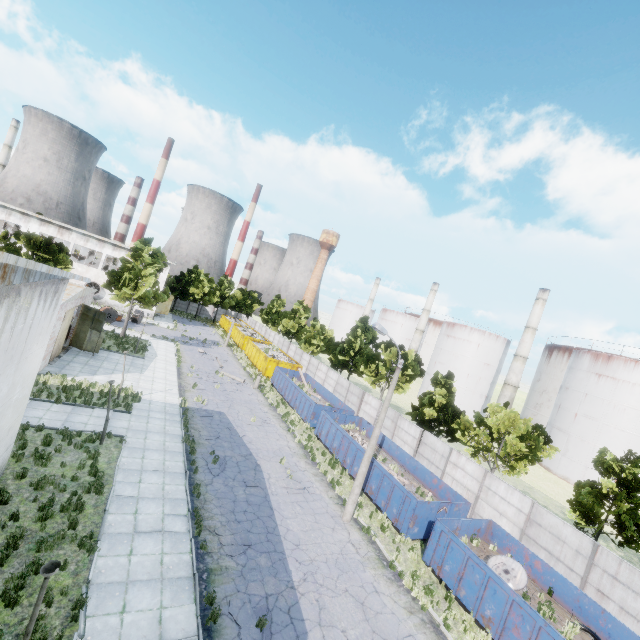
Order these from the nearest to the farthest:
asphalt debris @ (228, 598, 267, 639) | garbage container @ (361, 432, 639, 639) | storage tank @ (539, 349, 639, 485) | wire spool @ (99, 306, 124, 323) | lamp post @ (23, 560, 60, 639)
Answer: lamp post @ (23, 560, 60, 639) < asphalt debris @ (228, 598, 267, 639) < garbage container @ (361, 432, 639, 639) < storage tank @ (539, 349, 639, 485) < wire spool @ (99, 306, 124, 323)

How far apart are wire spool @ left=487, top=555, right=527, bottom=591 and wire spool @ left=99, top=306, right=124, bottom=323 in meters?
44.1

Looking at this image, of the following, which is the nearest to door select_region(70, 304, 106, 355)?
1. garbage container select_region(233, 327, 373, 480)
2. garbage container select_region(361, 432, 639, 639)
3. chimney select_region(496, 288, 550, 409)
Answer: garbage container select_region(233, 327, 373, 480)

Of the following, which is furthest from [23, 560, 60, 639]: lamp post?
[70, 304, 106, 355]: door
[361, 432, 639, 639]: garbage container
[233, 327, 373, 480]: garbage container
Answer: [70, 304, 106, 355]: door

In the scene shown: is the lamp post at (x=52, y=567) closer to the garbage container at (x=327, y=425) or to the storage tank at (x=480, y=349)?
the garbage container at (x=327, y=425)

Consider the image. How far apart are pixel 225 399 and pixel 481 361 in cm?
4961

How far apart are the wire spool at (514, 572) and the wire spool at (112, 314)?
44.1m

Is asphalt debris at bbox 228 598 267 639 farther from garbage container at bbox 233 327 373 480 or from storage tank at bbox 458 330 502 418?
storage tank at bbox 458 330 502 418
